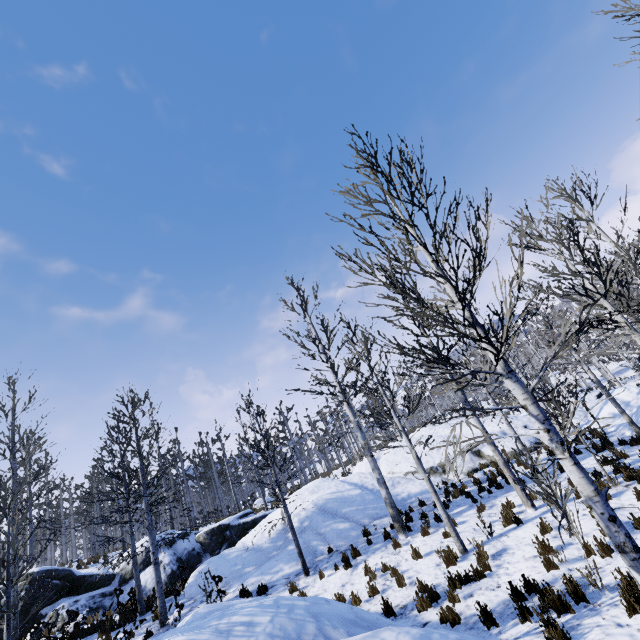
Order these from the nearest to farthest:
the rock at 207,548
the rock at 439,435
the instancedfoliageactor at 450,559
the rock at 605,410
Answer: the instancedfoliageactor at 450,559, the rock at 207,548, the rock at 605,410, the rock at 439,435

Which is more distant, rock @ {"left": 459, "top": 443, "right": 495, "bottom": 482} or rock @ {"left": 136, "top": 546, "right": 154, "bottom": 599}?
Answer: rock @ {"left": 136, "top": 546, "right": 154, "bottom": 599}

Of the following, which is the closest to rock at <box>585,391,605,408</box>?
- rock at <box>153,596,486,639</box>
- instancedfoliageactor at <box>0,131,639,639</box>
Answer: instancedfoliageactor at <box>0,131,639,639</box>

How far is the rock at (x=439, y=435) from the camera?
19.5m

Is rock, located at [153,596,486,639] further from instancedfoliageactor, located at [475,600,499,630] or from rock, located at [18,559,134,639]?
rock, located at [18,559,134,639]

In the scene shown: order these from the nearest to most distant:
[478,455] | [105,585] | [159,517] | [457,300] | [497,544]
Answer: [457,300], [497,544], [105,585], [478,455], [159,517]

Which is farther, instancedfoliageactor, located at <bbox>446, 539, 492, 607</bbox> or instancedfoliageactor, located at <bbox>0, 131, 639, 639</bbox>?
instancedfoliageactor, located at <bbox>446, 539, 492, 607</bbox>
